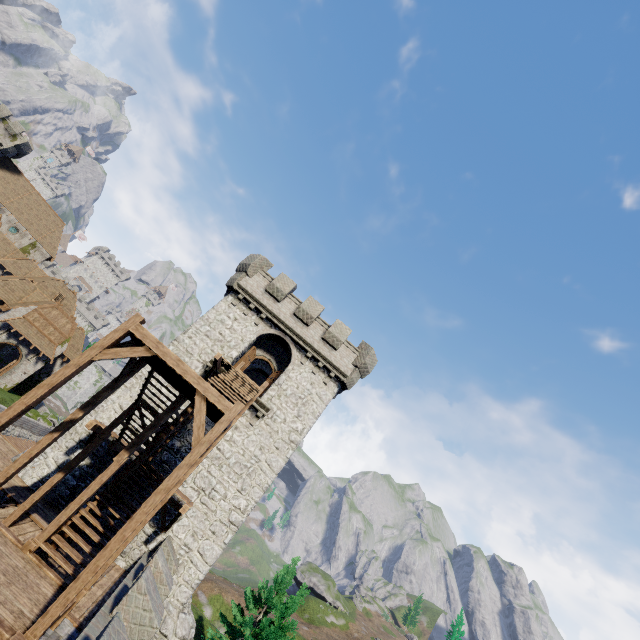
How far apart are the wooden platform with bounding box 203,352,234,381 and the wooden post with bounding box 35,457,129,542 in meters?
6.8

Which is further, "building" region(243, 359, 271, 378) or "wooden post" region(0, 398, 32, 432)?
"building" region(243, 359, 271, 378)

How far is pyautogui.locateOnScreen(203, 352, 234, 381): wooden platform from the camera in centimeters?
1717cm

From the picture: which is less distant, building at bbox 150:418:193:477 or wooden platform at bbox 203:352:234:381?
building at bbox 150:418:193:477

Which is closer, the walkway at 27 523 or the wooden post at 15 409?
the wooden post at 15 409

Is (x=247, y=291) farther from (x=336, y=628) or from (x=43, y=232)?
(x=336, y=628)

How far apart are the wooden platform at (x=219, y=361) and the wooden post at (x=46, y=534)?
6.8 meters

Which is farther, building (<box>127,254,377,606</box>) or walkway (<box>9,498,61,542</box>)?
building (<box>127,254,377,606</box>)
